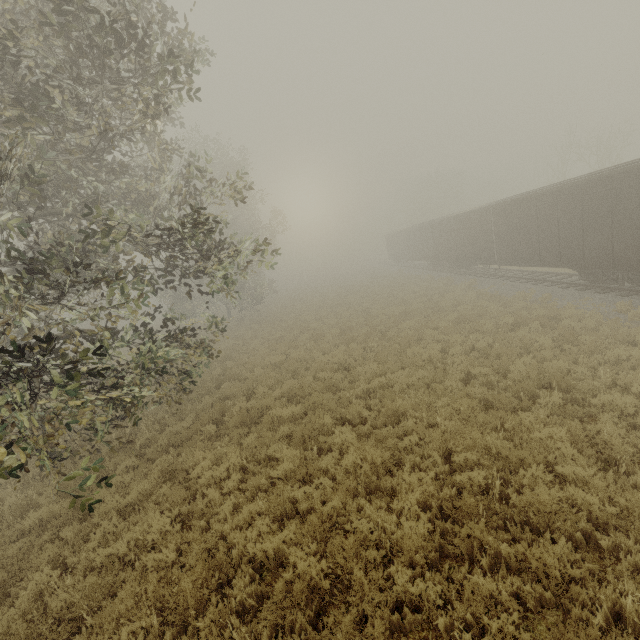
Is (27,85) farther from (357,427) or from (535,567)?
(535,567)

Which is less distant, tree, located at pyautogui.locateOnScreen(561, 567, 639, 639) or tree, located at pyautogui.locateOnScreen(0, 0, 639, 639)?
tree, located at pyautogui.locateOnScreen(561, 567, 639, 639)

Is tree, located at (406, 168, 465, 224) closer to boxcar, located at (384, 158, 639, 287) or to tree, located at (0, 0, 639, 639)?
boxcar, located at (384, 158, 639, 287)

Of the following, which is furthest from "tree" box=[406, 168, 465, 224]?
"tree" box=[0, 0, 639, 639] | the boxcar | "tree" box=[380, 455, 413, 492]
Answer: "tree" box=[380, 455, 413, 492]

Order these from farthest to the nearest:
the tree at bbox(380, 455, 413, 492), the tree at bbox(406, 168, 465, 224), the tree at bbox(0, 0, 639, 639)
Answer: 1. the tree at bbox(406, 168, 465, 224)
2. the tree at bbox(380, 455, 413, 492)
3. the tree at bbox(0, 0, 639, 639)

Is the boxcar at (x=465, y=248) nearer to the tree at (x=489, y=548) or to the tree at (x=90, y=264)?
the tree at (x=489, y=548)

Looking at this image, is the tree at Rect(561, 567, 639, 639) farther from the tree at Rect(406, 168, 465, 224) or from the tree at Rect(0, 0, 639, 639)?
the tree at Rect(406, 168, 465, 224)

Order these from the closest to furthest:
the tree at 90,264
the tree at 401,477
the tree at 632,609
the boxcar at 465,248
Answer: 1. the tree at 632,609
2. the tree at 90,264
3. the tree at 401,477
4. the boxcar at 465,248
